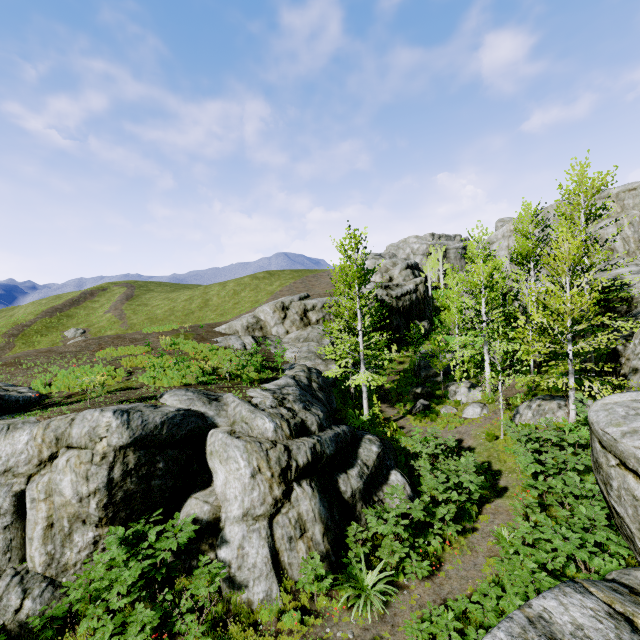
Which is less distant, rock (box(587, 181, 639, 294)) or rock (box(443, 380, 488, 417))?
rock (box(443, 380, 488, 417))

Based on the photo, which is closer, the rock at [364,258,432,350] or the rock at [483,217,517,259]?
the rock at [364,258,432,350]

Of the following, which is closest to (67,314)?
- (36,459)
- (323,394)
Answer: (323,394)

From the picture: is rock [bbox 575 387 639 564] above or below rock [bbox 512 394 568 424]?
above

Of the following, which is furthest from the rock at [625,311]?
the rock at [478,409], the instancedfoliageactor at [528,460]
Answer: the rock at [478,409]

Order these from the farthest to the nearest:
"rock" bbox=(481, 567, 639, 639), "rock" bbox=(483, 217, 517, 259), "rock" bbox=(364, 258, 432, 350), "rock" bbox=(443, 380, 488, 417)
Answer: "rock" bbox=(483, 217, 517, 259) < "rock" bbox=(364, 258, 432, 350) < "rock" bbox=(443, 380, 488, 417) < "rock" bbox=(481, 567, 639, 639)

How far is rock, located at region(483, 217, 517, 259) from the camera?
36.8 meters
